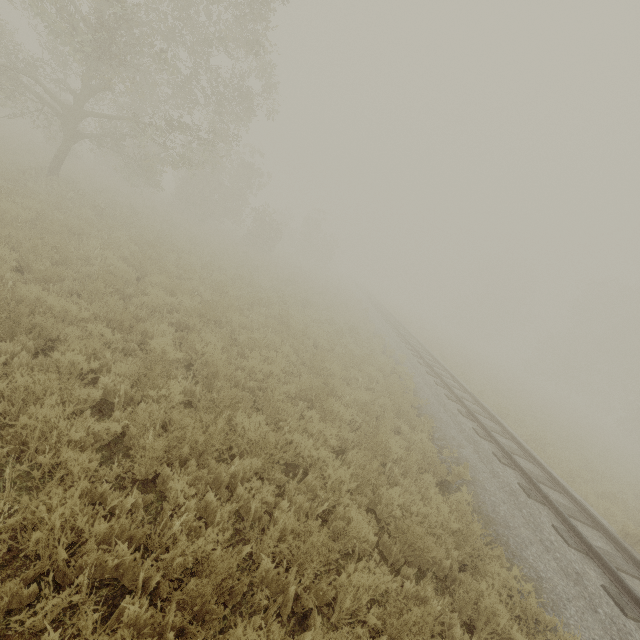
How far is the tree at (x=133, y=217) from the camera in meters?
13.4

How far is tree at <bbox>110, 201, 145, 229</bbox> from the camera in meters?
13.4

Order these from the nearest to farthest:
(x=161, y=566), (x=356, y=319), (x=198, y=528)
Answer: (x=161, y=566) → (x=198, y=528) → (x=356, y=319)

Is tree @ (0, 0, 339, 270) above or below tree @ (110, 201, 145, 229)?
above

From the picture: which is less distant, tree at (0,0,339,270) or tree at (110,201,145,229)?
tree at (0,0,339,270)

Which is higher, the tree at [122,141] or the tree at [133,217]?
the tree at [122,141]
